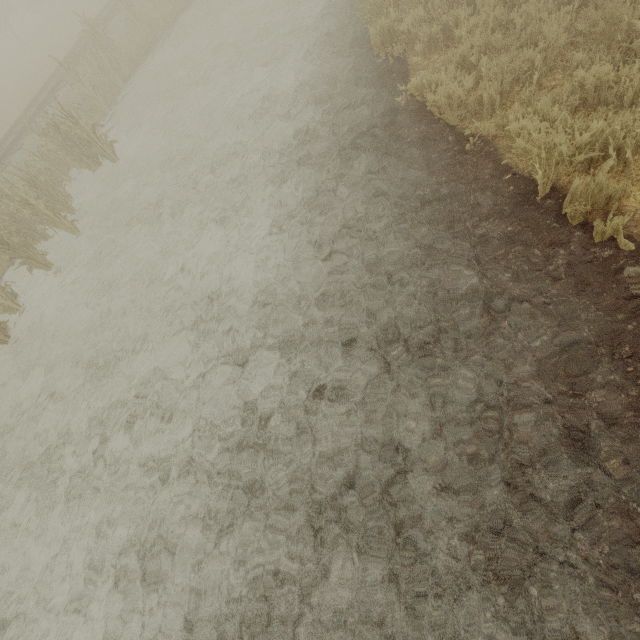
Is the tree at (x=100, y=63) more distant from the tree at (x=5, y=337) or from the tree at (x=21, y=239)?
the tree at (x=5, y=337)

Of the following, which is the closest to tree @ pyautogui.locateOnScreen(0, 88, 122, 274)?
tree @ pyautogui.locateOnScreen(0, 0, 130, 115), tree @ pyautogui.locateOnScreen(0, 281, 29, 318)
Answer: tree @ pyautogui.locateOnScreen(0, 0, 130, 115)

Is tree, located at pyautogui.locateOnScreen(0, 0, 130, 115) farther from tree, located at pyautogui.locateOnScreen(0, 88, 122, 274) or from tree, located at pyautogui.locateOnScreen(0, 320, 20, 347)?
tree, located at pyautogui.locateOnScreen(0, 320, 20, 347)

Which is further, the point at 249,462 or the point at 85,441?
the point at 85,441

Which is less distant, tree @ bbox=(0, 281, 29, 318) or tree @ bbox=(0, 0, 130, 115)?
tree @ bbox=(0, 281, 29, 318)

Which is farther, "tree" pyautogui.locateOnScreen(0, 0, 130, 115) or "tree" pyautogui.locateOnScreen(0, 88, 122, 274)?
"tree" pyautogui.locateOnScreen(0, 0, 130, 115)
